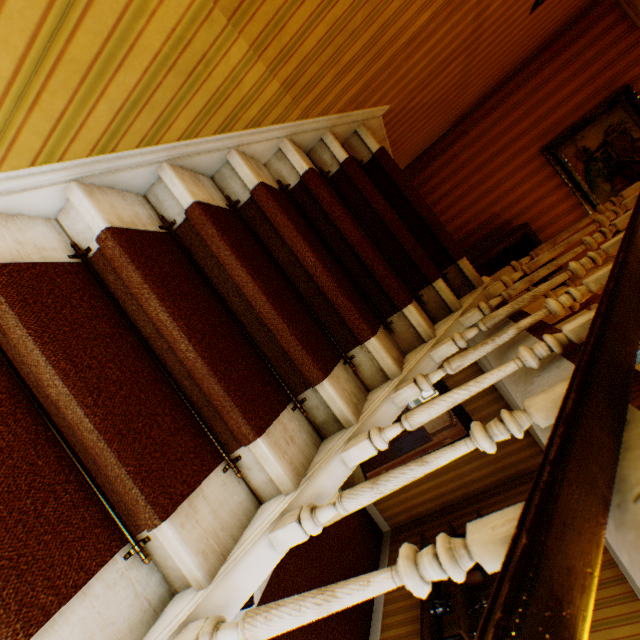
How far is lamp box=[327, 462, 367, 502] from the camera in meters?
1.9

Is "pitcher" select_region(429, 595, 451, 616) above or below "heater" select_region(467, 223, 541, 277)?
below

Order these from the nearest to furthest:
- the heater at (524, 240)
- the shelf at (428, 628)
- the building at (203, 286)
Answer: the building at (203, 286) → the shelf at (428, 628) → the heater at (524, 240)

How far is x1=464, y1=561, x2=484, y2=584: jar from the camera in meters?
3.7 m

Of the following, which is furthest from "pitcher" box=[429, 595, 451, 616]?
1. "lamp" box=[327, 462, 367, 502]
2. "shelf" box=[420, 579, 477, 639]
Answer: "lamp" box=[327, 462, 367, 502]

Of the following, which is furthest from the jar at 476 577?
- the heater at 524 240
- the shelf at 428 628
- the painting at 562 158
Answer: the painting at 562 158

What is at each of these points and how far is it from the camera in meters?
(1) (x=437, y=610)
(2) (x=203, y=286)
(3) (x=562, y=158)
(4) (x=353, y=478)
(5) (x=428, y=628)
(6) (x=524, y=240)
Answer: (1) pitcher, 3.6 m
(2) building, 1.6 m
(3) painting, 3.9 m
(4) lamp, 2.2 m
(5) shelf, 3.4 m
(6) heater, 3.9 m

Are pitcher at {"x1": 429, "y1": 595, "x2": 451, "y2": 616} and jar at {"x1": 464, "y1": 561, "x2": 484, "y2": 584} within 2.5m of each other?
yes
